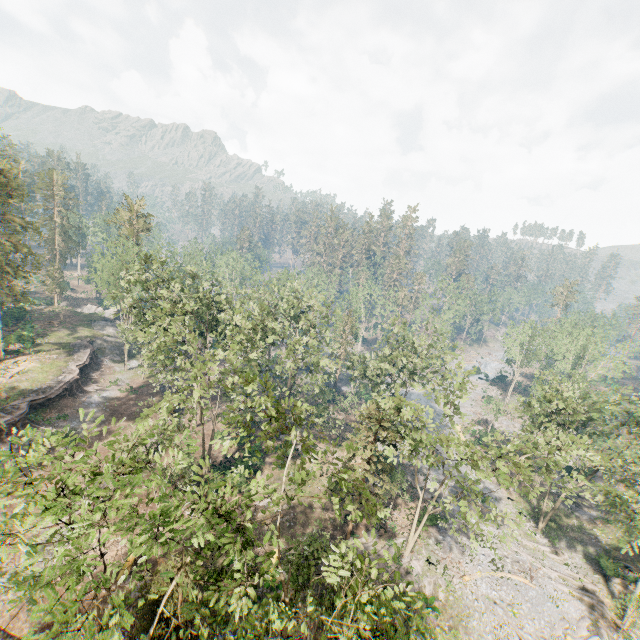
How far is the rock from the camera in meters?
51.1

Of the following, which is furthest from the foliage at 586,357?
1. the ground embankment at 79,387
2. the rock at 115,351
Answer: the ground embankment at 79,387

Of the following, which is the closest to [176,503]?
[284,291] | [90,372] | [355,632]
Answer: [355,632]

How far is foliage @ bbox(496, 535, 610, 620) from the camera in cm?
2844

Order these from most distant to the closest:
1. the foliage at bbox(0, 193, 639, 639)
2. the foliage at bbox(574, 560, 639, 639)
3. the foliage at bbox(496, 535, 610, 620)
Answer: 1. the foliage at bbox(496, 535, 610, 620)
2. the foliage at bbox(574, 560, 639, 639)
3. the foliage at bbox(0, 193, 639, 639)

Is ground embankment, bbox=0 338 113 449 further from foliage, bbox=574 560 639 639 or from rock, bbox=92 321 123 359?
foliage, bbox=574 560 639 639

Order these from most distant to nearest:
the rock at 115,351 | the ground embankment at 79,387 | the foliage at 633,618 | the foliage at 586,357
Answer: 1. the rock at 115,351
2. the ground embankment at 79,387
3. the foliage at 633,618
4. the foliage at 586,357

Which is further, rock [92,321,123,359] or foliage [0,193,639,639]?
rock [92,321,123,359]
